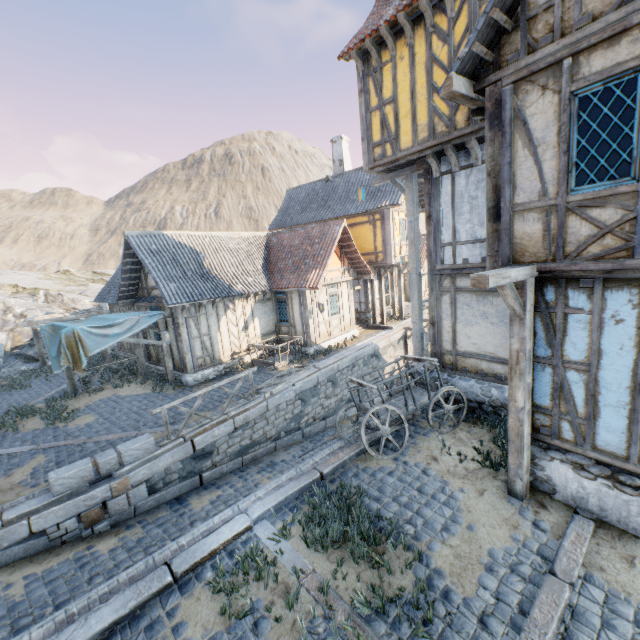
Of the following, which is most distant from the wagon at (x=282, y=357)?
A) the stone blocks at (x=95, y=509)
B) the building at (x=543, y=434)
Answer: the building at (x=543, y=434)

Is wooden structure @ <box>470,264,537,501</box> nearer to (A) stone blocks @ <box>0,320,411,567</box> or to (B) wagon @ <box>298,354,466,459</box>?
(B) wagon @ <box>298,354,466,459</box>

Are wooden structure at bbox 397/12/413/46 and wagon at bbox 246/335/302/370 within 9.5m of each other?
no

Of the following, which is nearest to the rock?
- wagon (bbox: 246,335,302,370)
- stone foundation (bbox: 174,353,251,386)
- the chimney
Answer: stone foundation (bbox: 174,353,251,386)

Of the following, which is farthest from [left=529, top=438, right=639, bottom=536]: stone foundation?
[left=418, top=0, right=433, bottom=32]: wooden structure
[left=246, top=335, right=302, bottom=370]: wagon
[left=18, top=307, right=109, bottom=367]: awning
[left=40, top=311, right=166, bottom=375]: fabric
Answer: [left=18, top=307, right=109, bottom=367]: awning

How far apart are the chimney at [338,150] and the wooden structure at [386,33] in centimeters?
1330cm

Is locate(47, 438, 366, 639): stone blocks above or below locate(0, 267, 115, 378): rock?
below

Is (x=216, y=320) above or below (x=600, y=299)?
below
